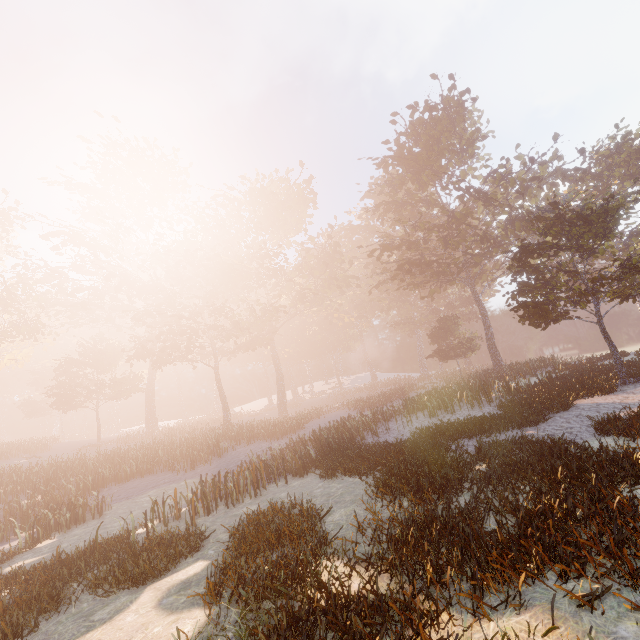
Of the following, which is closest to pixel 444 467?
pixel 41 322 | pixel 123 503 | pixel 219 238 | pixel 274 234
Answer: pixel 123 503
